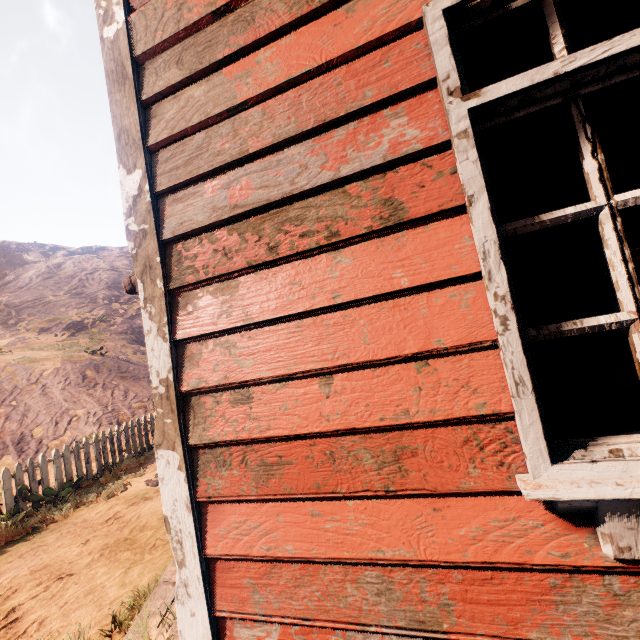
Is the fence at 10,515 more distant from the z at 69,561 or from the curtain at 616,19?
the curtain at 616,19

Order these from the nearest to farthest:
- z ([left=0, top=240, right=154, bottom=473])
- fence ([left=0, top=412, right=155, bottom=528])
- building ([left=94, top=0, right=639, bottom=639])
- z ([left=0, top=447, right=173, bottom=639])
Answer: building ([left=94, top=0, right=639, bottom=639]), z ([left=0, top=447, right=173, bottom=639]), fence ([left=0, top=412, right=155, bottom=528]), z ([left=0, top=240, right=154, bottom=473])

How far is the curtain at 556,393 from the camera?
1.00m

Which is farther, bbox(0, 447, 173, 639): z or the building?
bbox(0, 447, 173, 639): z

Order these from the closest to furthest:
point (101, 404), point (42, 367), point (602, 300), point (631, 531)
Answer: point (631, 531) → point (602, 300) → point (101, 404) → point (42, 367)

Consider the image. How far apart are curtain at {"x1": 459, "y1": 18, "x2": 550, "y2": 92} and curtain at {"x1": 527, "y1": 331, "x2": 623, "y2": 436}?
0.2 meters

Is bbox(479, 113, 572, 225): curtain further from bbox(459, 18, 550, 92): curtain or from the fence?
the fence

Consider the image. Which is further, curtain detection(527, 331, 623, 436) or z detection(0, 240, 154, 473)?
z detection(0, 240, 154, 473)
